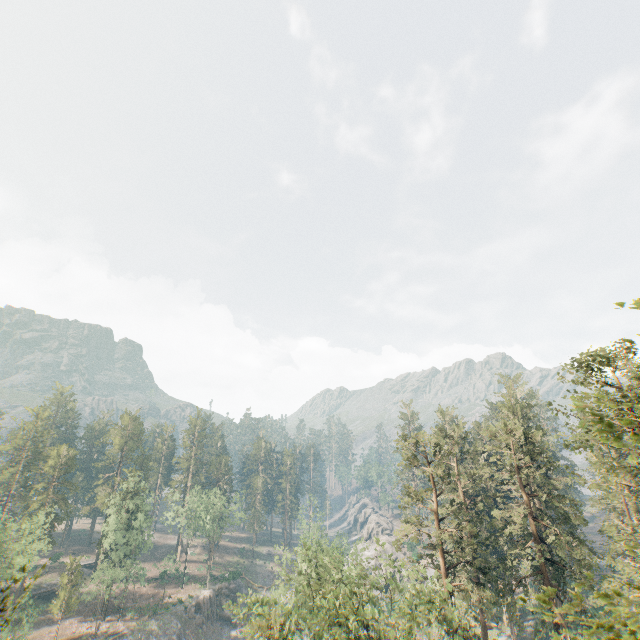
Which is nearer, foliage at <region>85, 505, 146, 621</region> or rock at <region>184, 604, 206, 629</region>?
foliage at <region>85, 505, 146, 621</region>

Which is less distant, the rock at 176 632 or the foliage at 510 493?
the foliage at 510 493

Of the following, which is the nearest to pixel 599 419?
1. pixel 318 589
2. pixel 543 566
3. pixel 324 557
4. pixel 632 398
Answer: pixel 632 398

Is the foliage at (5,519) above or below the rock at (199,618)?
above

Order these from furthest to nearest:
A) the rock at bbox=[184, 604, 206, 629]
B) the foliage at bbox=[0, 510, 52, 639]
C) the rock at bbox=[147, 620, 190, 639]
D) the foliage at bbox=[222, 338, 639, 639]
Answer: the rock at bbox=[184, 604, 206, 629] → the rock at bbox=[147, 620, 190, 639] → the foliage at bbox=[222, 338, 639, 639] → the foliage at bbox=[0, 510, 52, 639]

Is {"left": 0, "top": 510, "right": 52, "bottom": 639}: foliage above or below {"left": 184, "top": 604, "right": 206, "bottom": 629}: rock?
above

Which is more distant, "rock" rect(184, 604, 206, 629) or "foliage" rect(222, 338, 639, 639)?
"rock" rect(184, 604, 206, 629)

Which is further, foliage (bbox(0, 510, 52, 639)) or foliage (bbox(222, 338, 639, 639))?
foliage (bbox(222, 338, 639, 639))
